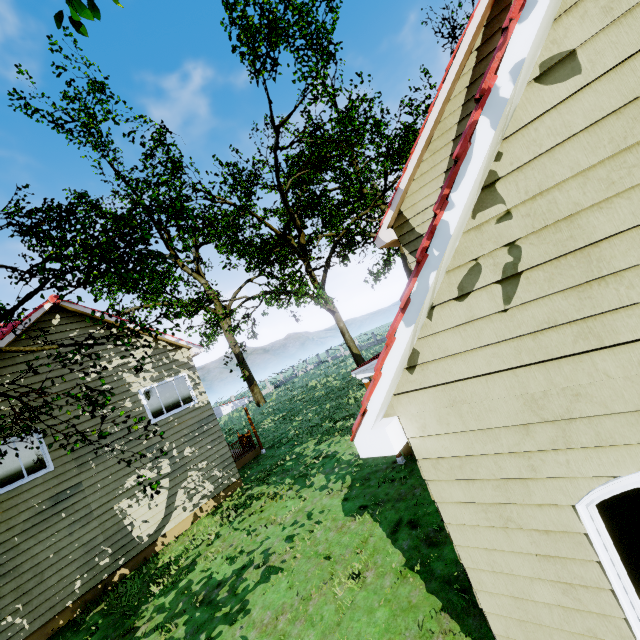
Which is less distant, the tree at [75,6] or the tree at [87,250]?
the tree at [75,6]

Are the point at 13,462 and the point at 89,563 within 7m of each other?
yes

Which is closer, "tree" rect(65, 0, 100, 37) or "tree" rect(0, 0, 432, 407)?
"tree" rect(65, 0, 100, 37)
